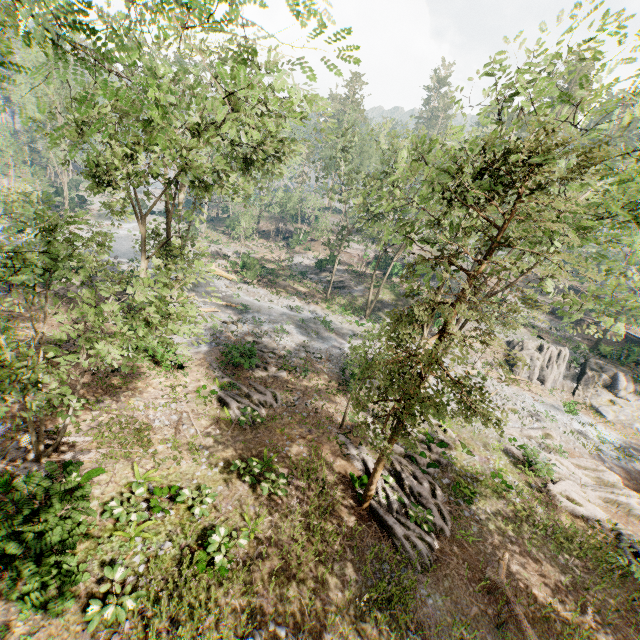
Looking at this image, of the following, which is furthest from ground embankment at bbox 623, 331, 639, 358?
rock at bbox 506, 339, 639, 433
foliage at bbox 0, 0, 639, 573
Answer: rock at bbox 506, 339, 639, 433

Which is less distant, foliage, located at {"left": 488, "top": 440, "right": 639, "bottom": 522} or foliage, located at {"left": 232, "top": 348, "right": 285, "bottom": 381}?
foliage, located at {"left": 488, "top": 440, "right": 639, "bottom": 522}

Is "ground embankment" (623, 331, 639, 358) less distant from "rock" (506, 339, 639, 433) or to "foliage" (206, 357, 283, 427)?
"foliage" (206, 357, 283, 427)

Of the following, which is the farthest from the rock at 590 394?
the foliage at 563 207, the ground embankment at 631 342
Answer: the ground embankment at 631 342

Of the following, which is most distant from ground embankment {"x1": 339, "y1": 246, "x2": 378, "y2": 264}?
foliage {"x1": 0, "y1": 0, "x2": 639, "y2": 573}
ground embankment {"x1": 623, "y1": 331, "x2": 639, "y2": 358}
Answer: ground embankment {"x1": 623, "y1": 331, "x2": 639, "y2": 358}

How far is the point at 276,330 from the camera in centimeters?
2794cm

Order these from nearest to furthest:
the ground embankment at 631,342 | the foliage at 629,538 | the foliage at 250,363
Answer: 1. the foliage at 629,538
2. the foliage at 250,363
3. the ground embankment at 631,342
